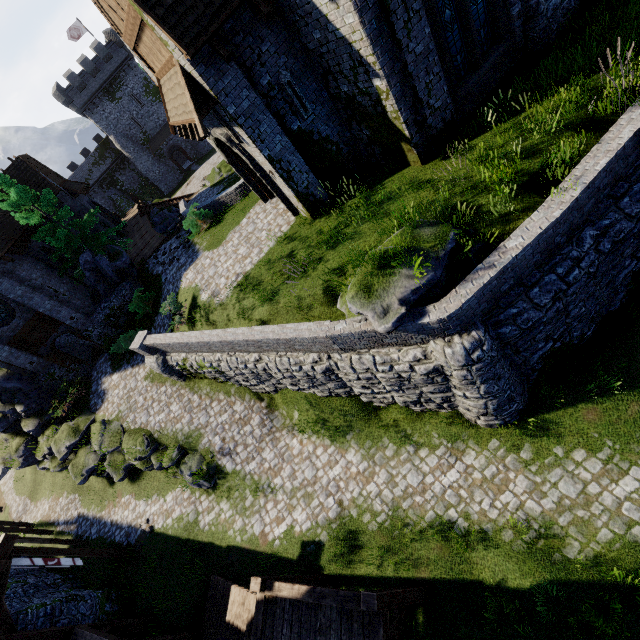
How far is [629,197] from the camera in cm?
724

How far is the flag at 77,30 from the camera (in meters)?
45.38

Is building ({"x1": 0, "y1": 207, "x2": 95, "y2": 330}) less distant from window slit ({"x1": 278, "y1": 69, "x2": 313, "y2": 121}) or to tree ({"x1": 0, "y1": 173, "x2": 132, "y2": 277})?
tree ({"x1": 0, "y1": 173, "x2": 132, "y2": 277})

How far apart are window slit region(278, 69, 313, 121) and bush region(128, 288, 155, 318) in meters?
14.1 m

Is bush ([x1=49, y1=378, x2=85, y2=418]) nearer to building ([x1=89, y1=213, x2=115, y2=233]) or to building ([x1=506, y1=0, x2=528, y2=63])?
building ([x1=89, y1=213, x2=115, y2=233])

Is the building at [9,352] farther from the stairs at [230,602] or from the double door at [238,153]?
the stairs at [230,602]

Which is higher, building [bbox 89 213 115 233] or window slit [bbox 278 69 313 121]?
window slit [bbox 278 69 313 121]

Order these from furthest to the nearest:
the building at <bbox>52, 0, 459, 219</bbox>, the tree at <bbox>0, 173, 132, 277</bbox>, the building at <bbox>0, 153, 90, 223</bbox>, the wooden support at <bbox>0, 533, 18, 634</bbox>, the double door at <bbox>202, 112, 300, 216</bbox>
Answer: the building at <bbox>0, 153, 90, 223</bbox> → the tree at <bbox>0, 173, 132, 277</bbox> → the double door at <bbox>202, 112, 300, 216</bbox> → the wooden support at <bbox>0, 533, 18, 634</bbox> → the building at <bbox>52, 0, 459, 219</bbox>
